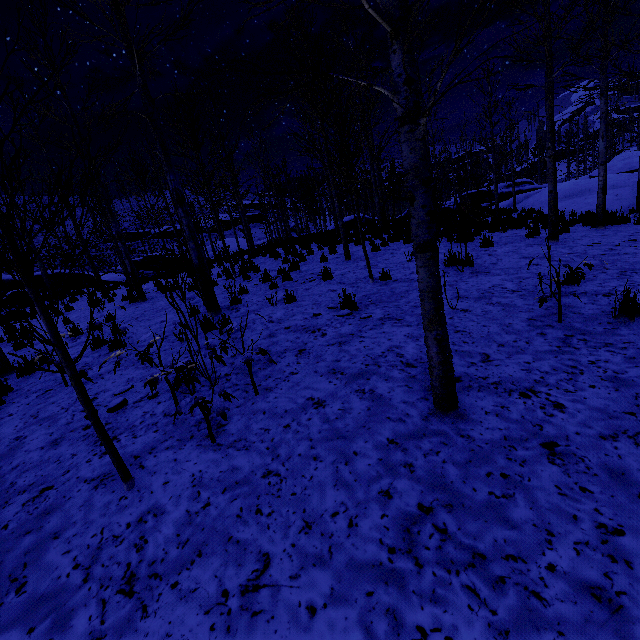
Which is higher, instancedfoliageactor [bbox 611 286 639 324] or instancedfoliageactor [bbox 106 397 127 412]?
instancedfoliageactor [bbox 106 397 127 412]

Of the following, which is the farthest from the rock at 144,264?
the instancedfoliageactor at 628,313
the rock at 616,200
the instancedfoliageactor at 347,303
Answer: the instancedfoliageactor at 628,313

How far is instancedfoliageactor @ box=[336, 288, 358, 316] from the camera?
5.5 meters

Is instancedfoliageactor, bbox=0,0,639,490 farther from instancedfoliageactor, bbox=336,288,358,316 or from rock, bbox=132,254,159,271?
rock, bbox=132,254,159,271

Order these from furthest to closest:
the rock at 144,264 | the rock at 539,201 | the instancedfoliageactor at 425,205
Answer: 1. the rock at 144,264
2. the rock at 539,201
3. the instancedfoliageactor at 425,205

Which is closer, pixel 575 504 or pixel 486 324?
pixel 575 504

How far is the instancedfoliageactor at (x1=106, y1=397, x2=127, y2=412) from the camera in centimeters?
400cm

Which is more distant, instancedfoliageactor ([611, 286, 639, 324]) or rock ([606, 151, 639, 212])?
rock ([606, 151, 639, 212])
